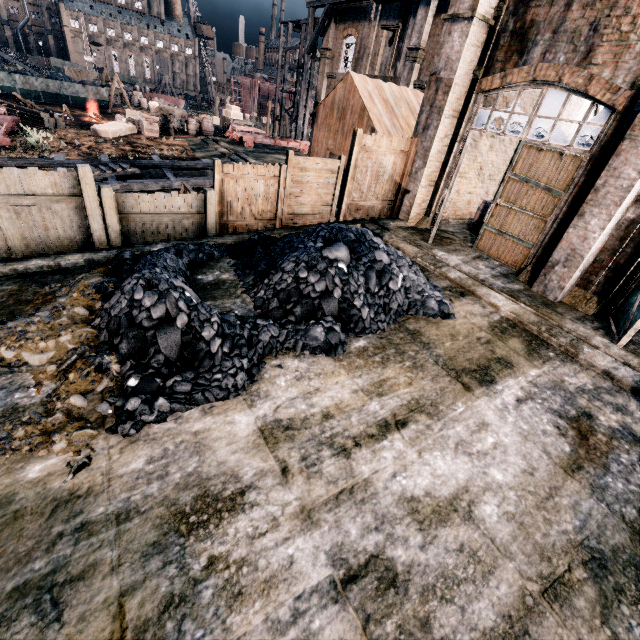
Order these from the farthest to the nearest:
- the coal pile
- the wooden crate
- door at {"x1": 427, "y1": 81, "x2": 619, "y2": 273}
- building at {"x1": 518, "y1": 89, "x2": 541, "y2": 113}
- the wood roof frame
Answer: the wood roof frame → the wooden crate → building at {"x1": 518, "y1": 89, "x2": 541, "y2": 113} → door at {"x1": 427, "y1": 81, "x2": 619, "y2": 273} → the coal pile

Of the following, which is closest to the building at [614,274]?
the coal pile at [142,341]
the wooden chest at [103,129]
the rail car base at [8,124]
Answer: the rail car base at [8,124]

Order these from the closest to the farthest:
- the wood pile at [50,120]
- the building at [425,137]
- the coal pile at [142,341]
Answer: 1. the coal pile at [142,341]
2. the building at [425,137]
3. the wood pile at [50,120]

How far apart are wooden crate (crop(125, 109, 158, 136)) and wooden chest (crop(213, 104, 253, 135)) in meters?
7.9

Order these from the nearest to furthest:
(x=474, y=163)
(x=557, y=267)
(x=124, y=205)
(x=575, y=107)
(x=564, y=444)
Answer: (x=564, y=444) < (x=124, y=205) < (x=557, y=267) < (x=474, y=163) < (x=575, y=107)

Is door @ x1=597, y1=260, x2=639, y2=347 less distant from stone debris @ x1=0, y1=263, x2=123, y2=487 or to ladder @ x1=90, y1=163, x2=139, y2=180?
stone debris @ x1=0, y1=263, x2=123, y2=487

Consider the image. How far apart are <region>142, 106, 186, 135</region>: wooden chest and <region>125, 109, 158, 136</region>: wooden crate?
0.24m

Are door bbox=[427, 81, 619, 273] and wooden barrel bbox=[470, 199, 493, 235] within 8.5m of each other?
yes
